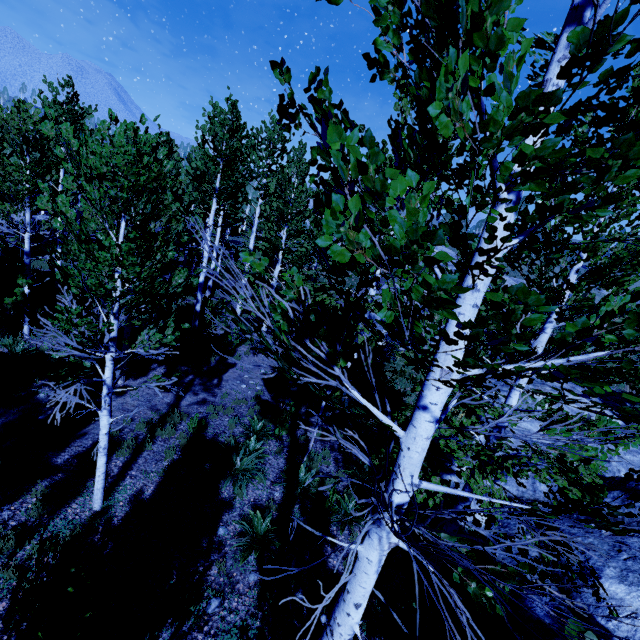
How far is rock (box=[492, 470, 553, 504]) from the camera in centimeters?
832cm

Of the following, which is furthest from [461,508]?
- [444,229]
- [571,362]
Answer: [444,229]

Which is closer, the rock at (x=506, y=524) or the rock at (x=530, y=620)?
the rock at (x=530, y=620)

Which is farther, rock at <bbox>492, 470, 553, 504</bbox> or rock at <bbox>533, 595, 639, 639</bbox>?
rock at <bbox>492, 470, 553, 504</bbox>

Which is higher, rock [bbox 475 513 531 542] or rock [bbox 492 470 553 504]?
rock [bbox 492 470 553 504]

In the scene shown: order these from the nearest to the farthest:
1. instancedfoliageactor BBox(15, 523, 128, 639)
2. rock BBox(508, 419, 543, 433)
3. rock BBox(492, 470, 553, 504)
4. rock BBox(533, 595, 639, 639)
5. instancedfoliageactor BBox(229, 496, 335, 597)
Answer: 1. instancedfoliageactor BBox(229, 496, 335, 597)
2. instancedfoliageactor BBox(15, 523, 128, 639)
3. rock BBox(533, 595, 639, 639)
4. rock BBox(492, 470, 553, 504)
5. rock BBox(508, 419, 543, 433)

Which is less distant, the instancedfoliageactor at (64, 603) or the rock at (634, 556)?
the instancedfoliageactor at (64, 603)
